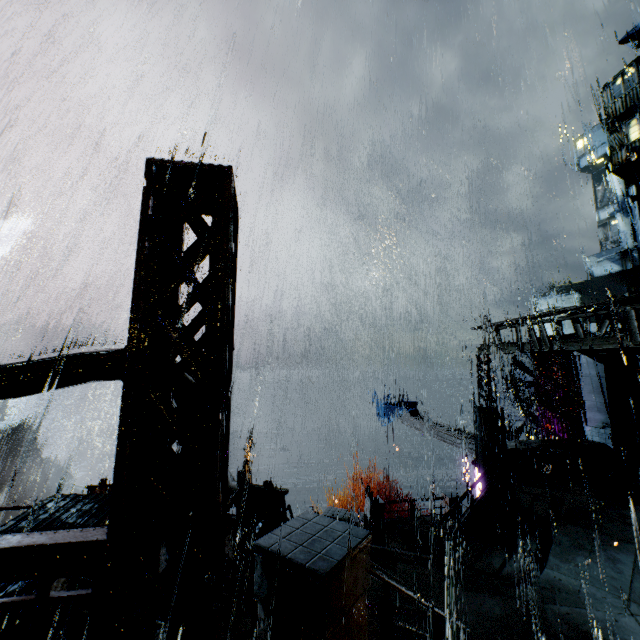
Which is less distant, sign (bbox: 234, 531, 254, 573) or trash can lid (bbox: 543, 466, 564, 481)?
sign (bbox: 234, 531, 254, 573)

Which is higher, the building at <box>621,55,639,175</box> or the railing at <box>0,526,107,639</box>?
the building at <box>621,55,639,175</box>

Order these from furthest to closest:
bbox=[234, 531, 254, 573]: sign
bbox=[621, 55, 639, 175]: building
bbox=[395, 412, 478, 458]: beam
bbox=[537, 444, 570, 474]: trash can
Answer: bbox=[621, 55, 639, 175]: building < bbox=[395, 412, 478, 458]: beam < bbox=[537, 444, 570, 474]: trash can < bbox=[234, 531, 254, 573]: sign

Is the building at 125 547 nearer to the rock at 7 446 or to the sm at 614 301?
the sm at 614 301

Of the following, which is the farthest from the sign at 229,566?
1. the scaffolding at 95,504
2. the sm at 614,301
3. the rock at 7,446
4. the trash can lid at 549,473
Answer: the rock at 7,446

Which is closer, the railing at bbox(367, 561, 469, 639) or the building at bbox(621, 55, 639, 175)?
the railing at bbox(367, 561, 469, 639)

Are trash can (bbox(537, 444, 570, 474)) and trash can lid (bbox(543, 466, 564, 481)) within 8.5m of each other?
yes

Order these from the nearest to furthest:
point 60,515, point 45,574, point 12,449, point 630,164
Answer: point 45,574, point 60,515, point 12,449, point 630,164
